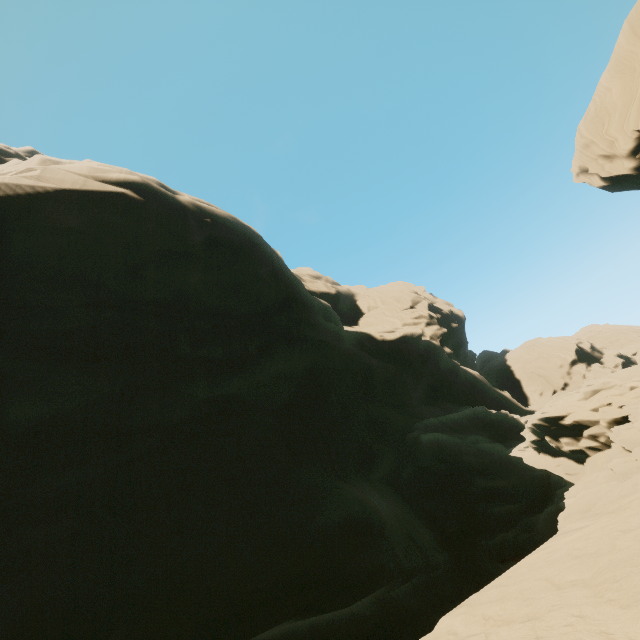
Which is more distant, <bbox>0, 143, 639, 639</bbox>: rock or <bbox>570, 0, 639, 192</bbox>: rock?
<bbox>570, 0, 639, 192</bbox>: rock

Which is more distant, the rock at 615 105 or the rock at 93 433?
the rock at 615 105

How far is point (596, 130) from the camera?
24.6 meters
